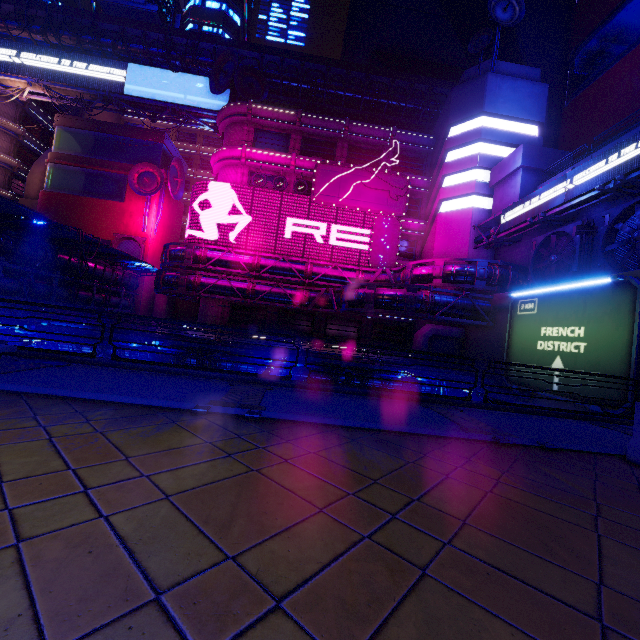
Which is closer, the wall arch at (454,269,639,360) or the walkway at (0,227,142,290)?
the wall arch at (454,269,639,360)

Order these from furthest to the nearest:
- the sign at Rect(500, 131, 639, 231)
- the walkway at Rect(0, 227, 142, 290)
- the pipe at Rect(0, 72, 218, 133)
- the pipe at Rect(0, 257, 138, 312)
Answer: the pipe at Rect(0, 72, 218, 133) → the pipe at Rect(0, 257, 138, 312) → the walkway at Rect(0, 227, 142, 290) → the sign at Rect(500, 131, 639, 231)

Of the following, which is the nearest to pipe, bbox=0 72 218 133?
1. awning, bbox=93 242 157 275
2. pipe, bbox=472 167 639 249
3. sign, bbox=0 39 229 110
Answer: sign, bbox=0 39 229 110

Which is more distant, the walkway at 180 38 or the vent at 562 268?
the walkway at 180 38

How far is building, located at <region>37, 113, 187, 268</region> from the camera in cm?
3916

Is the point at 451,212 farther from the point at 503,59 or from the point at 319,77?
the point at 319,77

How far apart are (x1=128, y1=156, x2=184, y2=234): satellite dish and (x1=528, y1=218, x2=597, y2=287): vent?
39.83m

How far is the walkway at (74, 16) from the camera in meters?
36.3 m
